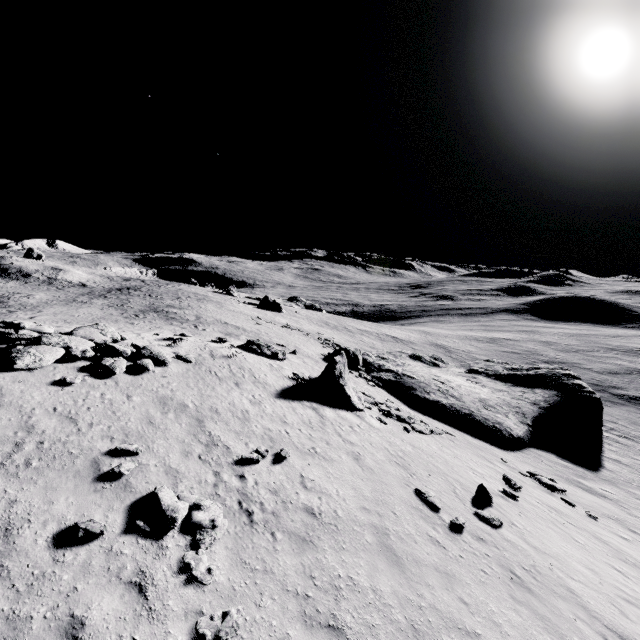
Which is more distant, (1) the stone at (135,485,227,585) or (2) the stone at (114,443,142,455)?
(2) the stone at (114,443,142,455)

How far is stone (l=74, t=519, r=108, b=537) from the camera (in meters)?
7.09

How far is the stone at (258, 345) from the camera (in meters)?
23.34

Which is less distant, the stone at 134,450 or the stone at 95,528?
the stone at 95,528

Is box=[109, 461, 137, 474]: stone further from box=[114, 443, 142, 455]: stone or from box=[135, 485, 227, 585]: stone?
box=[135, 485, 227, 585]: stone

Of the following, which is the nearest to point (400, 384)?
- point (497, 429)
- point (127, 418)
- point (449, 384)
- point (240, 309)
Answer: point (449, 384)

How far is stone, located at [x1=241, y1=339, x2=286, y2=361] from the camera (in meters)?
23.34

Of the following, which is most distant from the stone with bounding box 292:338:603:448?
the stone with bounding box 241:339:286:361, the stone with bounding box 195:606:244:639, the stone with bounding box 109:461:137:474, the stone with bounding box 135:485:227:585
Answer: the stone with bounding box 195:606:244:639
